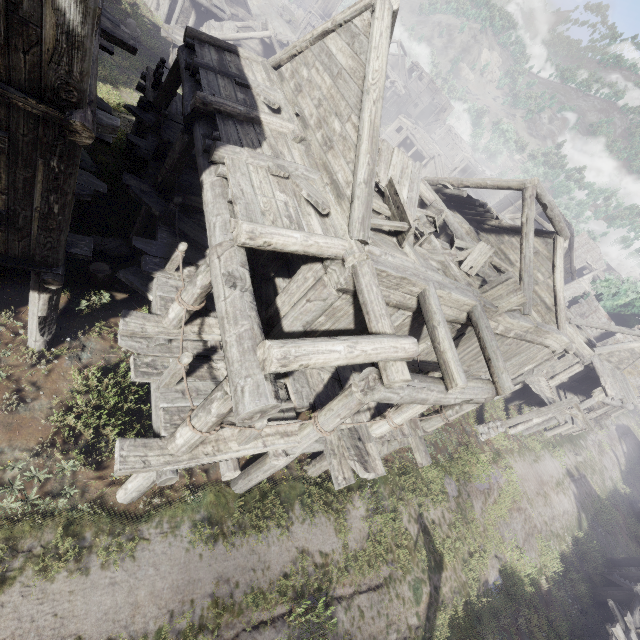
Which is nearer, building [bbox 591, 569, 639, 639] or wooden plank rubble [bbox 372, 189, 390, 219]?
wooden plank rubble [bbox 372, 189, 390, 219]

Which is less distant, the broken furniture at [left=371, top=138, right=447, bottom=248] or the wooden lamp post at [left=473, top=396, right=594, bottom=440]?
the broken furniture at [left=371, top=138, right=447, bottom=248]

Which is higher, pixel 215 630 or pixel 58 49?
pixel 58 49

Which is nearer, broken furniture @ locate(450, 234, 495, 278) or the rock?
broken furniture @ locate(450, 234, 495, 278)

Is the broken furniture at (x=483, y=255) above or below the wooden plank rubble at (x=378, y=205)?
above

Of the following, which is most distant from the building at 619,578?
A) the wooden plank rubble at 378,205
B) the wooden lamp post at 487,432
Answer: the wooden lamp post at 487,432

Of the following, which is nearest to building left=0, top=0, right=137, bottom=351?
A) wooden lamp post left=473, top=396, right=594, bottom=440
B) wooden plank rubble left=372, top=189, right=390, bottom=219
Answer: wooden plank rubble left=372, top=189, right=390, bottom=219
